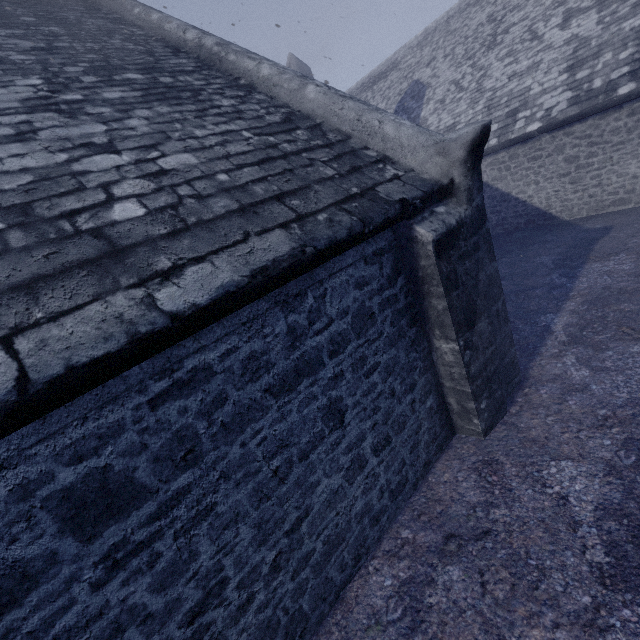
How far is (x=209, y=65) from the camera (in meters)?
4.70
